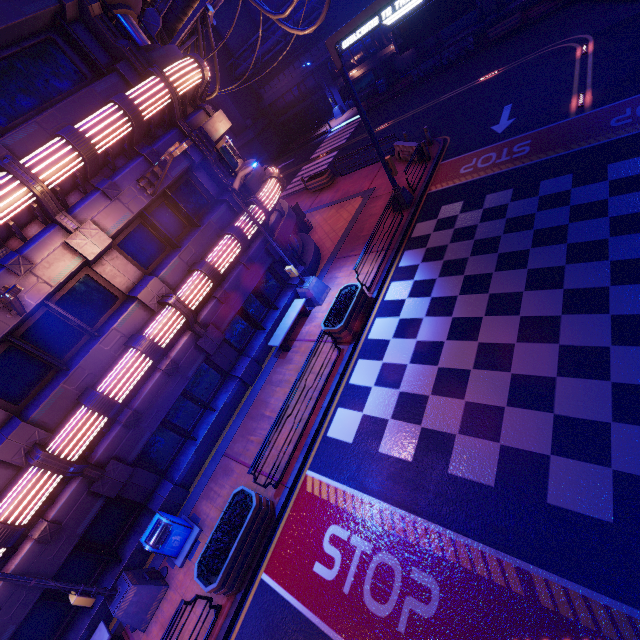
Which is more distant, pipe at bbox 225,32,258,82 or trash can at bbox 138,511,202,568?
pipe at bbox 225,32,258,82

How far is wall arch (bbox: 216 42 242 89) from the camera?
36.5m

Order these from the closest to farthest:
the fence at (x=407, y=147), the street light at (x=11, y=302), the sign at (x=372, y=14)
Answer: the street light at (x=11, y=302) < the sign at (x=372, y=14) < the fence at (x=407, y=147)

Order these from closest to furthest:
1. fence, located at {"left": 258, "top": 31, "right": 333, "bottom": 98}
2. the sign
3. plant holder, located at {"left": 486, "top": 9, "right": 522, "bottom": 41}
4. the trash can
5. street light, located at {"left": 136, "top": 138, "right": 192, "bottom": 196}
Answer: street light, located at {"left": 136, "top": 138, "right": 192, "bottom": 196}
the trash can
the sign
plant holder, located at {"left": 486, "top": 9, "right": 522, "bottom": 41}
fence, located at {"left": 258, "top": 31, "right": 333, "bottom": 98}

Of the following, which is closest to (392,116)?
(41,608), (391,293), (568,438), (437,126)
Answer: (437,126)

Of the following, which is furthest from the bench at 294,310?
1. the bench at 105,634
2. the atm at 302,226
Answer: the bench at 105,634

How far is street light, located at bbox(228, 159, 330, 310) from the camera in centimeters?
1030cm

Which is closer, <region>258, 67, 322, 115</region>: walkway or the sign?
the sign
